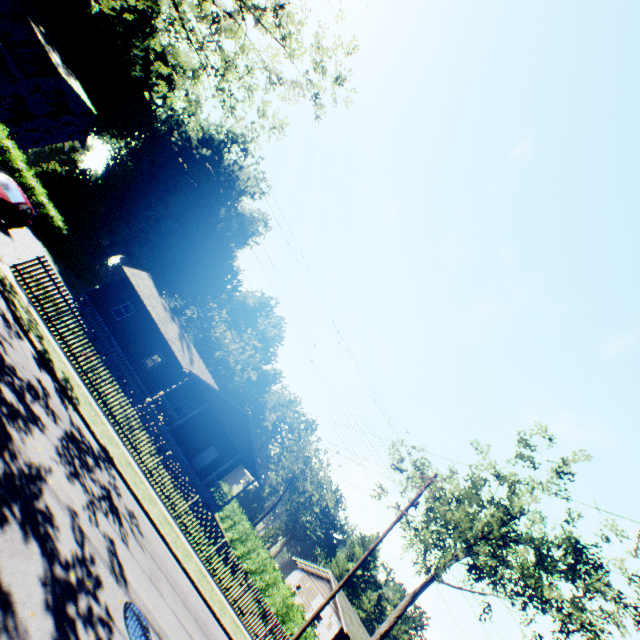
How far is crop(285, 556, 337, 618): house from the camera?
34.06m

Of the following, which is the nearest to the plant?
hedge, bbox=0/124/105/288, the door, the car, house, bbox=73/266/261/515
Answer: hedge, bbox=0/124/105/288

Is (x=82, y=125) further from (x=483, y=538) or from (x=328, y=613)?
(x=328, y=613)

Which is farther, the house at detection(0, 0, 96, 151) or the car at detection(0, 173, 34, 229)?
the house at detection(0, 0, 96, 151)

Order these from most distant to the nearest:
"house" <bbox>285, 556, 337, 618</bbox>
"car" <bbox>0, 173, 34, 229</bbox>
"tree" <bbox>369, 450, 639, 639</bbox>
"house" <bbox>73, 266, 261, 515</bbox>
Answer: "house" <bbox>285, 556, 337, 618</bbox>
"house" <bbox>73, 266, 261, 515</bbox>
"tree" <bbox>369, 450, 639, 639</bbox>
"car" <bbox>0, 173, 34, 229</bbox>

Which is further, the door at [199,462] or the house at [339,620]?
the house at [339,620]

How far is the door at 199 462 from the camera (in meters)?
29.09

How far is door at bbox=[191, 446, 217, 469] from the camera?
29.1 meters
